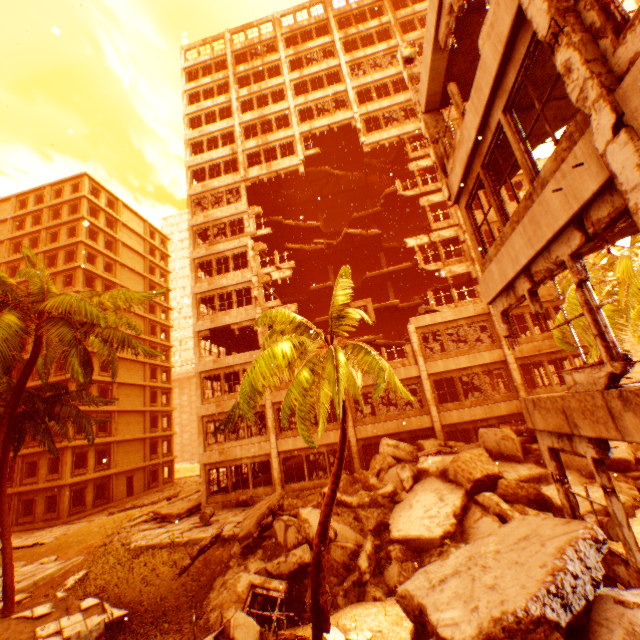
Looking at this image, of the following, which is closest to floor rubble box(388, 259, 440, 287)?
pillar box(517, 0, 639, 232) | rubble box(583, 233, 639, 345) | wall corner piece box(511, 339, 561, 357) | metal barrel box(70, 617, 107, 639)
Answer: rubble box(583, 233, 639, 345)

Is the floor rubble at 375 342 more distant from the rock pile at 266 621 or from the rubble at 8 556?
the rock pile at 266 621

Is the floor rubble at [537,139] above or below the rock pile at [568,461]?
above

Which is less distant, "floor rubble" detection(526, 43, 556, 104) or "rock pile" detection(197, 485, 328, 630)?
"floor rubble" detection(526, 43, 556, 104)

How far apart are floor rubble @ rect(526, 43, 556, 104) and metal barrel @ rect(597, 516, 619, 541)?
9.2 meters

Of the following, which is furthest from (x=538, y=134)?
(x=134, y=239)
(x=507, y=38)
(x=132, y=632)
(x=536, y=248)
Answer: (x=134, y=239)

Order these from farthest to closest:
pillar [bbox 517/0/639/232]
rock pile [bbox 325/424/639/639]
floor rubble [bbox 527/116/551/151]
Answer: floor rubble [bbox 527/116/551/151] < rock pile [bbox 325/424/639/639] < pillar [bbox 517/0/639/232]
